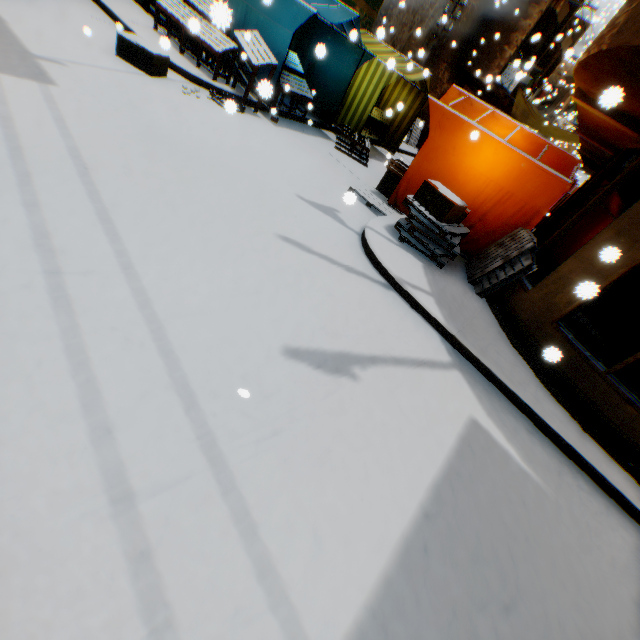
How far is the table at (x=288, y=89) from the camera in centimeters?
788cm

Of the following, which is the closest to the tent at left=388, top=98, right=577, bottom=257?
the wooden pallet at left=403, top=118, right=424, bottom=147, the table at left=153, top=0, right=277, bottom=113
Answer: the table at left=153, top=0, right=277, bottom=113

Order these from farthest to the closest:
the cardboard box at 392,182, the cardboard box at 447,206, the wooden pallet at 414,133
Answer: the wooden pallet at 414,133 < the cardboard box at 392,182 < the cardboard box at 447,206

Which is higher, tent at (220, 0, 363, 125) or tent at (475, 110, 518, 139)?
tent at (475, 110, 518, 139)

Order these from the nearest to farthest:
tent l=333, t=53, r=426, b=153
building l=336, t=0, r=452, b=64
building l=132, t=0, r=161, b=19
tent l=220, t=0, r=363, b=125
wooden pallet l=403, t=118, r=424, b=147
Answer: tent l=220, t=0, r=363, b=125 < building l=132, t=0, r=161, b=19 < tent l=333, t=53, r=426, b=153 < building l=336, t=0, r=452, b=64 < wooden pallet l=403, t=118, r=424, b=147

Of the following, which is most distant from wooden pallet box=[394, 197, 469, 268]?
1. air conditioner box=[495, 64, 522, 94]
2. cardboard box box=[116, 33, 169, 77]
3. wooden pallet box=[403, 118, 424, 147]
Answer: wooden pallet box=[403, 118, 424, 147]

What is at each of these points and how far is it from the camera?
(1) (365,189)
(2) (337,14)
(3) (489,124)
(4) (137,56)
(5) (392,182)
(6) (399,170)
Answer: (1) wooden pallet, 7.6m
(2) tent, 7.3m
(3) tent, 6.5m
(4) cardboard box, 6.1m
(5) cardboard box, 7.7m
(6) wooden box, 7.5m

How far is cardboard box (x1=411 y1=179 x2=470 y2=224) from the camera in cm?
536
